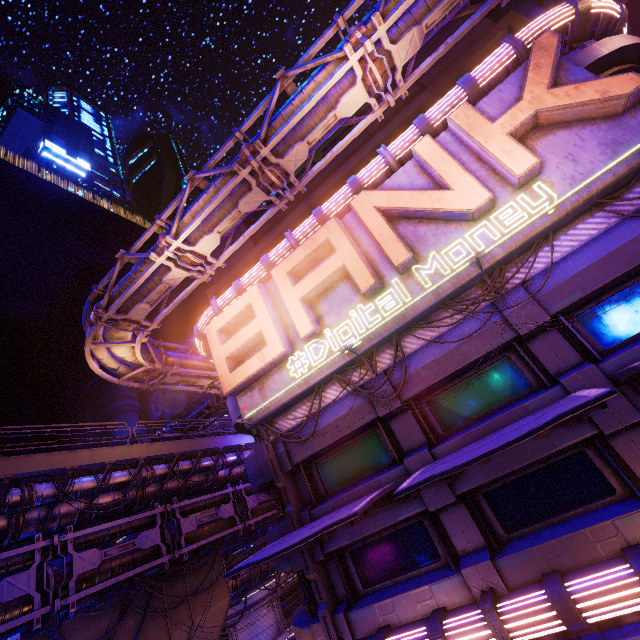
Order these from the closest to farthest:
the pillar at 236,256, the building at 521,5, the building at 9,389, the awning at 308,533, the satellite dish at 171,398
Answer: the awning at 308,533
the pillar at 236,256
the building at 521,5
the satellite dish at 171,398
the building at 9,389

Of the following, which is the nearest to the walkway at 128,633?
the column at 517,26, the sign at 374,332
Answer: the sign at 374,332

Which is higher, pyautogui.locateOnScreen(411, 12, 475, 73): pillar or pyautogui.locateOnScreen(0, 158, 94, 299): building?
pyautogui.locateOnScreen(0, 158, 94, 299): building

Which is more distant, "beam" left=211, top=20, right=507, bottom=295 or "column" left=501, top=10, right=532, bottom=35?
"beam" left=211, top=20, right=507, bottom=295

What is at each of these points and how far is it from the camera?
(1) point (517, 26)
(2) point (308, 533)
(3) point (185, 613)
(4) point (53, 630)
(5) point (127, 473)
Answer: (1) column, 13.1m
(2) awning, 7.1m
(3) walkway, 17.9m
(4) cable, 11.9m
(5) walkway, 15.7m

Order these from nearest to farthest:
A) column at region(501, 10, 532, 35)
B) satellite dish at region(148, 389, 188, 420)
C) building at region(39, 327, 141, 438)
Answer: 1. column at region(501, 10, 532, 35)
2. satellite dish at region(148, 389, 188, 420)
3. building at region(39, 327, 141, 438)

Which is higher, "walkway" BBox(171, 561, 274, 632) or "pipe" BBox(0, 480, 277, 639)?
"pipe" BBox(0, 480, 277, 639)

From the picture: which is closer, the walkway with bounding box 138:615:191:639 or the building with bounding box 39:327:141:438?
the walkway with bounding box 138:615:191:639
